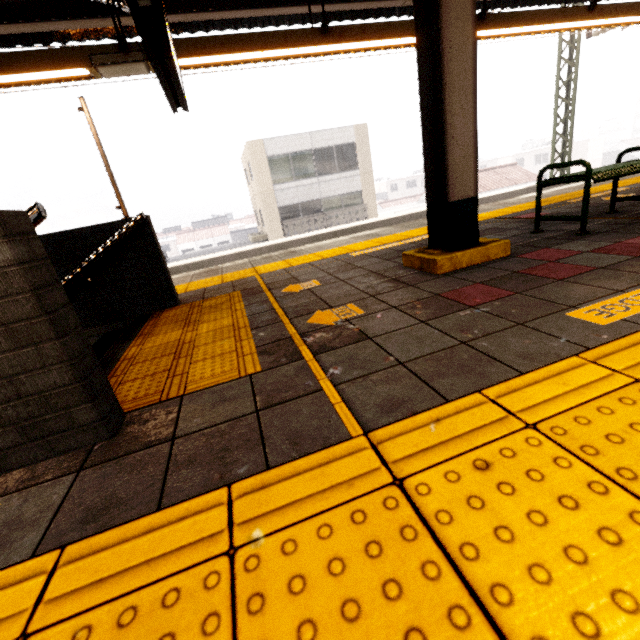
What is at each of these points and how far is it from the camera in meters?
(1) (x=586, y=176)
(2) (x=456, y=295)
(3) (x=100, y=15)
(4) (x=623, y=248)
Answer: (1) bench, 3.1 m
(2) ground decal, 2.3 m
(3) awning structure, 5.1 m
(4) ground decal, 2.6 m

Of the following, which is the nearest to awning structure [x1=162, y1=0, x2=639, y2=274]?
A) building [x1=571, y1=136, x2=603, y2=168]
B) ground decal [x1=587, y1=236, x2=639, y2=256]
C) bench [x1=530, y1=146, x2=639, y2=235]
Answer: ground decal [x1=587, y1=236, x2=639, y2=256]

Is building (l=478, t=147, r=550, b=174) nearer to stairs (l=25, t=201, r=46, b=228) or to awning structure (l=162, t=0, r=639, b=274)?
awning structure (l=162, t=0, r=639, b=274)

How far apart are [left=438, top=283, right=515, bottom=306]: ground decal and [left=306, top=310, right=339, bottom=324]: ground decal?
0.6m

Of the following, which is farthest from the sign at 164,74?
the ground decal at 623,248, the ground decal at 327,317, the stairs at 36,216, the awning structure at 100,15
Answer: the ground decal at 623,248

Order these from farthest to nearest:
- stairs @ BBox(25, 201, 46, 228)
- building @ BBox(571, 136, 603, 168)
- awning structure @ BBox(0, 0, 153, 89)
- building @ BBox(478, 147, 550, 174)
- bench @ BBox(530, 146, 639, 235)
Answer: building @ BBox(478, 147, 550, 174) → building @ BBox(571, 136, 603, 168) → awning structure @ BBox(0, 0, 153, 89) → bench @ BBox(530, 146, 639, 235) → stairs @ BBox(25, 201, 46, 228)

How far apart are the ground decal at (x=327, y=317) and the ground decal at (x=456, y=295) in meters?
0.6

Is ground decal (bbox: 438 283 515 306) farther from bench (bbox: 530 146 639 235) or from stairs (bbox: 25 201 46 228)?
stairs (bbox: 25 201 46 228)
